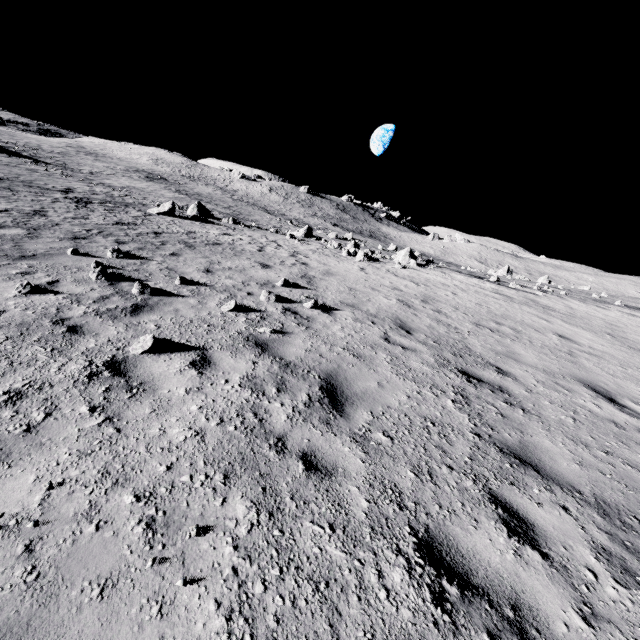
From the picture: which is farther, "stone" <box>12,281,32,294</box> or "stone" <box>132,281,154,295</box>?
"stone" <box>132,281,154,295</box>

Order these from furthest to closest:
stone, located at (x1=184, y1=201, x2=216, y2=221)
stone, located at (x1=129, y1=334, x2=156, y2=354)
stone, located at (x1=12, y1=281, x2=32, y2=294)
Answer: stone, located at (x1=184, y1=201, x2=216, y2=221)
stone, located at (x1=12, y1=281, x2=32, y2=294)
stone, located at (x1=129, y1=334, x2=156, y2=354)

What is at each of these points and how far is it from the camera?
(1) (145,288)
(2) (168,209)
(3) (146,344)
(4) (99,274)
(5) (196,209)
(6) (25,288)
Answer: (1) stone, 6.74m
(2) stone, 23.34m
(3) stone, 4.61m
(4) stone, 7.11m
(5) stone, 28.58m
(6) stone, 5.68m

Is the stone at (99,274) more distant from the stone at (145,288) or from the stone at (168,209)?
the stone at (168,209)

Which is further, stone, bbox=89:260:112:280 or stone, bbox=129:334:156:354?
stone, bbox=89:260:112:280

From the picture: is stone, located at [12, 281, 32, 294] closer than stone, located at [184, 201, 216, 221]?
Yes

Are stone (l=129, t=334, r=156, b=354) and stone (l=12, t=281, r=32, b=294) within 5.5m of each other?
yes

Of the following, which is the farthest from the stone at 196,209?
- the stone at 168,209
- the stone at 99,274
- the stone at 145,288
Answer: the stone at 145,288
